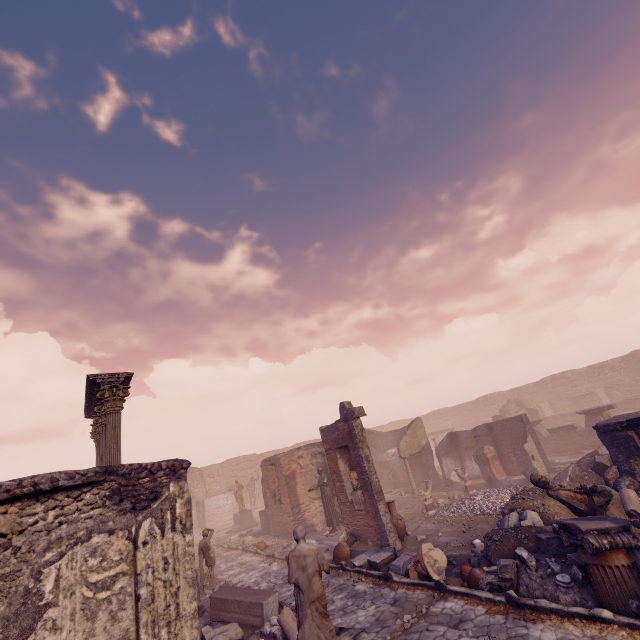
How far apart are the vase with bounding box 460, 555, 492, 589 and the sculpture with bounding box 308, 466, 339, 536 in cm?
781

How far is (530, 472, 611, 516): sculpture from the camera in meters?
8.2

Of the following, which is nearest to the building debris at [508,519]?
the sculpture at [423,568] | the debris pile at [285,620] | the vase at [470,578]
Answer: the vase at [470,578]

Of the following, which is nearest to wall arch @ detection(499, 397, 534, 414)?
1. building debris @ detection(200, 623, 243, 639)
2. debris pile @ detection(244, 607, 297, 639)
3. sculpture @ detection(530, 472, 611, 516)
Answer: sculpture @ detection(530, 472, 611, 516)

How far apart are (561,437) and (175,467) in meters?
24.2

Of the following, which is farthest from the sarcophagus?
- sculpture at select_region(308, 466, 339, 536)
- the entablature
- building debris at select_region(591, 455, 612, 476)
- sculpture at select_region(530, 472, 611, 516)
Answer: building debris at select_region(591, 455, 612, 476)

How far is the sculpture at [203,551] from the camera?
12.2 meters

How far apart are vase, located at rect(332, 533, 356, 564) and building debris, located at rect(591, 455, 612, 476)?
8.9m
